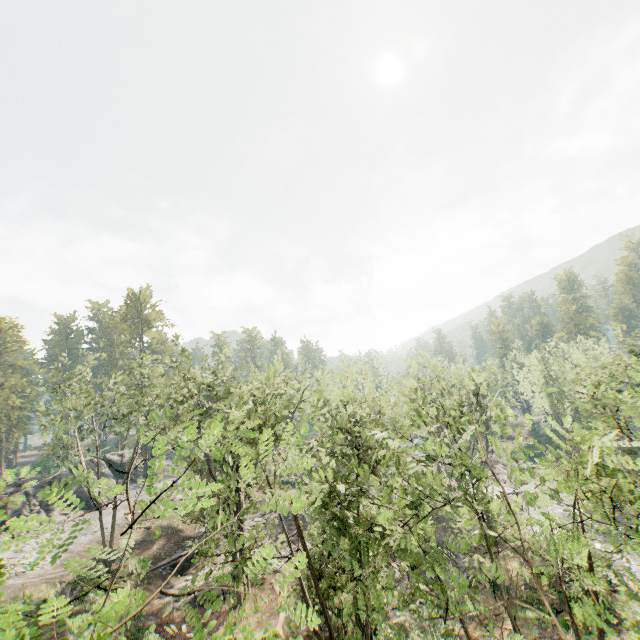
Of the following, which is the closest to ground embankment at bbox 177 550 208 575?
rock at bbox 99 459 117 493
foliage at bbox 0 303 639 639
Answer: foliage at bbox 0 303 639 639

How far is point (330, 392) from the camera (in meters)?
51.72

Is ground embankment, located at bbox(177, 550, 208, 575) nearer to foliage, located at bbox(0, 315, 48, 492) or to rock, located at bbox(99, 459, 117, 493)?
foliage, located at bbox(0, 315, 48, 492)

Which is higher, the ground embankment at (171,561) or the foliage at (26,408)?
the foliage at (26,408)

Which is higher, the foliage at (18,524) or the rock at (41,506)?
the foliage at (18,524)

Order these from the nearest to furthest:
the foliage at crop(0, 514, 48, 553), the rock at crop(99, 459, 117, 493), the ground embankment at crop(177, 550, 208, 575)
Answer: the foliage at crop(0, 514, 48, 553)
the ground embankment at crop(177, 550, 208, 575)
the rock at crop(99, 459, 117, 493)

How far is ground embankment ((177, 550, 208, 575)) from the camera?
30.0 meters

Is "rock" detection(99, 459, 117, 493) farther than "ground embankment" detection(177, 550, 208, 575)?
Yes
